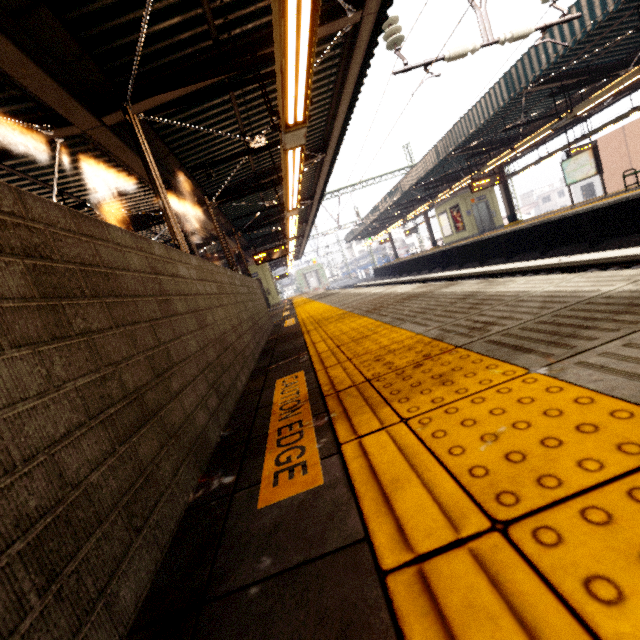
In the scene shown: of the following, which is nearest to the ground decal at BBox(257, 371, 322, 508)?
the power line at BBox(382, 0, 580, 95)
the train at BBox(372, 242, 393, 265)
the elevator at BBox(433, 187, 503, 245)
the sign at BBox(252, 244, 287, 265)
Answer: the power line at BBox(382, 0, 580, 95)

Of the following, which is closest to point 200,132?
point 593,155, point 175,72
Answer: point 175,72

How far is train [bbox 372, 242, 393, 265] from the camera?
50.59m

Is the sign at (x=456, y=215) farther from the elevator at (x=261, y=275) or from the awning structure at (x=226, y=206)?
the elevator at (x=261, y=275)

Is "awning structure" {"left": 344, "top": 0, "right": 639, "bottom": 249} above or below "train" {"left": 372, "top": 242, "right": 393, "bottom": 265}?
above

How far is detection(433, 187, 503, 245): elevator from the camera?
20.2 meters

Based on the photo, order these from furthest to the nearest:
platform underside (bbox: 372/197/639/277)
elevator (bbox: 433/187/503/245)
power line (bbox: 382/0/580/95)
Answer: elevator (bbox: 433/187/503/245)
platform underside (bbox: 372/197/639/277)
power line (bbox: 382/0/580/95)

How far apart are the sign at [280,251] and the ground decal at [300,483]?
12.6 meters
